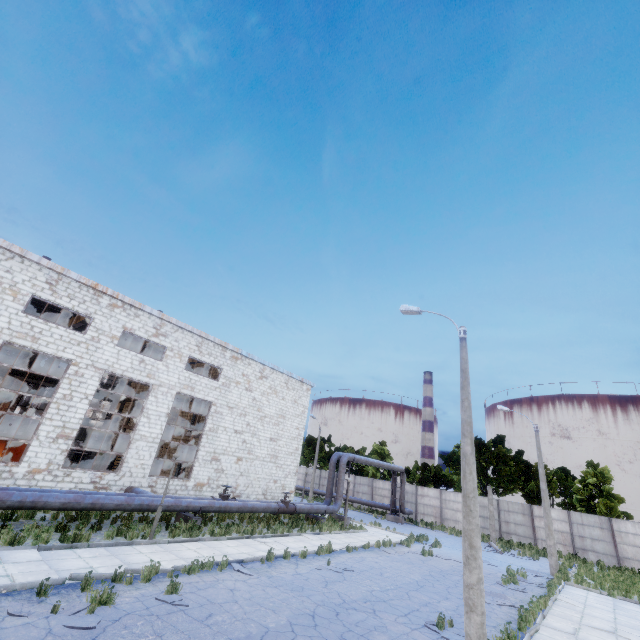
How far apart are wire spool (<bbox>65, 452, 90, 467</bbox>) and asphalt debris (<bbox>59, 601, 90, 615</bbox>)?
26.20m

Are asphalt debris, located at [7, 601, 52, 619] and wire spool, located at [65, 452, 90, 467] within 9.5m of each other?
no

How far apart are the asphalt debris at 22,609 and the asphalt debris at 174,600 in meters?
1.6 m

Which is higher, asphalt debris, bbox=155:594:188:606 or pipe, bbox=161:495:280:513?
pipe, bbox=161:495:280:513

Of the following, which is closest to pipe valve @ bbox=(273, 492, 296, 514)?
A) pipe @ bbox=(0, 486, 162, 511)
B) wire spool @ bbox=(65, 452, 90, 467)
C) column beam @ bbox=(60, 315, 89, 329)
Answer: pipe @ bbox=(0, 486, 162, 511)

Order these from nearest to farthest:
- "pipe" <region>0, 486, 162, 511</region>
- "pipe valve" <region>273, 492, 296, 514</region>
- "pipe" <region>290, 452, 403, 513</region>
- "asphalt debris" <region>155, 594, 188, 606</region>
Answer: "asphalt debris" <region>155, 594, 188, 606</region> → "pipe" <region>0, 486, 162, 511</region> → "pipe valve" <region>273, 492, 296, 514</region> → "pipe" <region>290, 452, 403, 513</region>

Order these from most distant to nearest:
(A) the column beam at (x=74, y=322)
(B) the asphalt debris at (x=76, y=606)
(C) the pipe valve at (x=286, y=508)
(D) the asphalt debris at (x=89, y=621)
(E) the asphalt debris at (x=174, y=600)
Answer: (A) the column beam at (x=74, y=322), (C) the pipe valve at (x=286, y=508), (E) the asphalt debris at (x=174, y=600), (B) the asphalt debris at (x=76, y=606), (D) the asphalt debris at (x=89, y=621)

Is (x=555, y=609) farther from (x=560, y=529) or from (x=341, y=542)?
(x=560, y=529)
